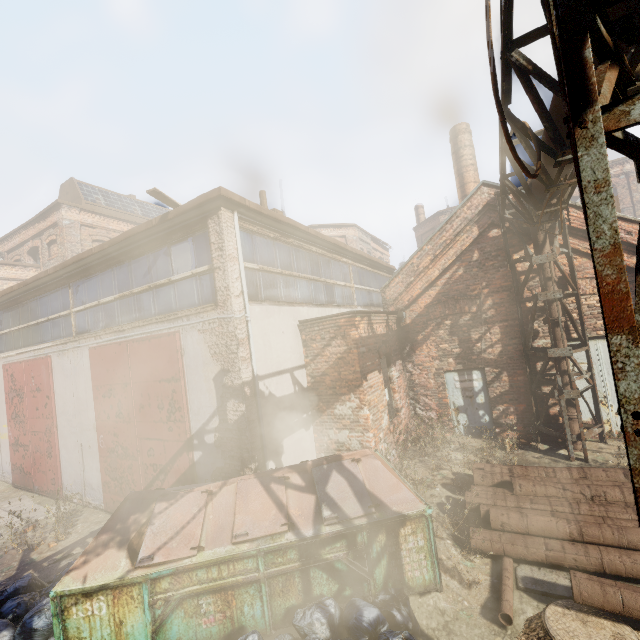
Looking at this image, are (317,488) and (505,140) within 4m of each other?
no

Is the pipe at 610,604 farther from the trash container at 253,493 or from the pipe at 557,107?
the pipe at 557,107

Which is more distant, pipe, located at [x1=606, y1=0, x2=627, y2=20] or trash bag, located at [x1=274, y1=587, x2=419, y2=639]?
trash bag, located at [x1=274, y1=587, x2=419, y2=639]

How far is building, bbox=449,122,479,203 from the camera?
15.22m

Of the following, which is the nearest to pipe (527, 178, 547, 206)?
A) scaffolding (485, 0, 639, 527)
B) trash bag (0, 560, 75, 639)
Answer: scaffolding (485, 0, 639, 527)

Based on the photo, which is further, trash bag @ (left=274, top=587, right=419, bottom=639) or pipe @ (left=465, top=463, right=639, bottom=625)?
pipe @ (left=465, top=463, right=639, bottom=625)

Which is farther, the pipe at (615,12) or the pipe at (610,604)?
the pipe at (610,604)

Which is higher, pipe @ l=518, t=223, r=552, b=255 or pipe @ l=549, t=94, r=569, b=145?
pipe @ l=549, t=94, r=569, b=145
